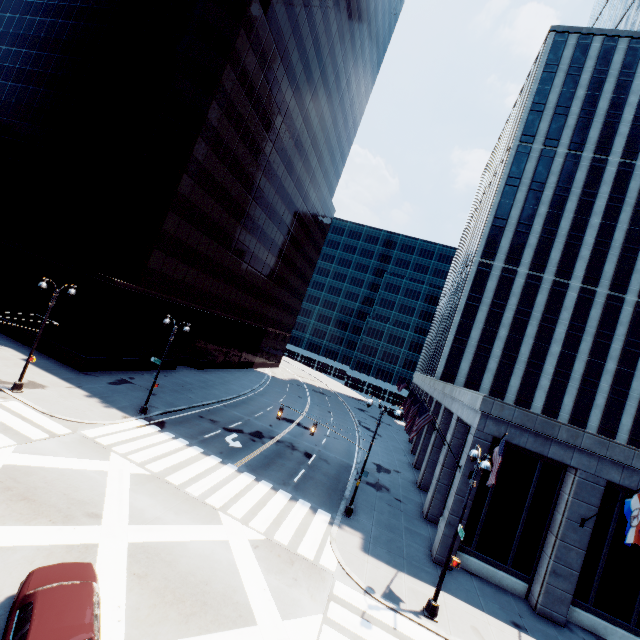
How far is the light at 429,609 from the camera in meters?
13.5

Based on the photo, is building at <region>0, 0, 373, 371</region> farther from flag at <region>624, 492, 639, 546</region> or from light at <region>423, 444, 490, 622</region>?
flag at <region>624, 492, 639, 546</region>

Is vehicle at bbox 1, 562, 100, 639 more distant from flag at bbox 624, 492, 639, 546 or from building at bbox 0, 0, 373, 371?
building at bbox 0, 0, 373, 371

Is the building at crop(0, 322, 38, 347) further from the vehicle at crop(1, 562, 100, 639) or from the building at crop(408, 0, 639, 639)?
the building at crop(408, 0, 639, 639)

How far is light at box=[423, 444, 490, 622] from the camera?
13.5 meters

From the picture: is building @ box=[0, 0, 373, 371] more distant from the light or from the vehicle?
the light

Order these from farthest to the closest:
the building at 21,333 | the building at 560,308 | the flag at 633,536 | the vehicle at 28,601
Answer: the building at 21,333 < the building at 560,308 < the flag at 633,536 < the vehicle at 28,601

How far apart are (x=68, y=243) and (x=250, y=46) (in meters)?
27.62
